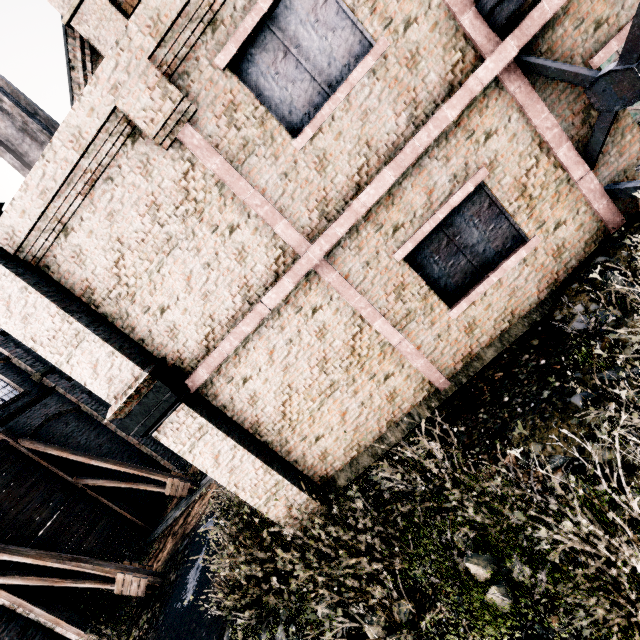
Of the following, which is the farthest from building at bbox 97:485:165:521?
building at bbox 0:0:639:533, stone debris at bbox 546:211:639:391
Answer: stone debris at bbox 546:211:639:391

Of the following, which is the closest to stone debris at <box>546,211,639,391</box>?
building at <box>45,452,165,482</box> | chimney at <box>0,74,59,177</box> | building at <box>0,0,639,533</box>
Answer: building at <box>0,0,639,533</box>

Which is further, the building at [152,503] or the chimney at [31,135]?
the building at [152,503]

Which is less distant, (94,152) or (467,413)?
(94,152)

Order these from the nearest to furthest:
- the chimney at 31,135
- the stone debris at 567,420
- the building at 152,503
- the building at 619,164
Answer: the stone debris at 567,420, the building at 619,164, the chimney at 31,135, the building at 152,503

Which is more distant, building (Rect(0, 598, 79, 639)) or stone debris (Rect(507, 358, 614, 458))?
building (Rect(0, 598, 79, 639))

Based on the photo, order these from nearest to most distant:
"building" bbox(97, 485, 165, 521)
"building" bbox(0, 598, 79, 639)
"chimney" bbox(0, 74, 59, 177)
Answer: "building" bbox(0, 598, 79, 639)
"chimney" bbox(0, 74, 59, 177)
"building" bbox(97, 485, 165, 521)

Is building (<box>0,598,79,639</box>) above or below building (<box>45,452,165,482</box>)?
below
